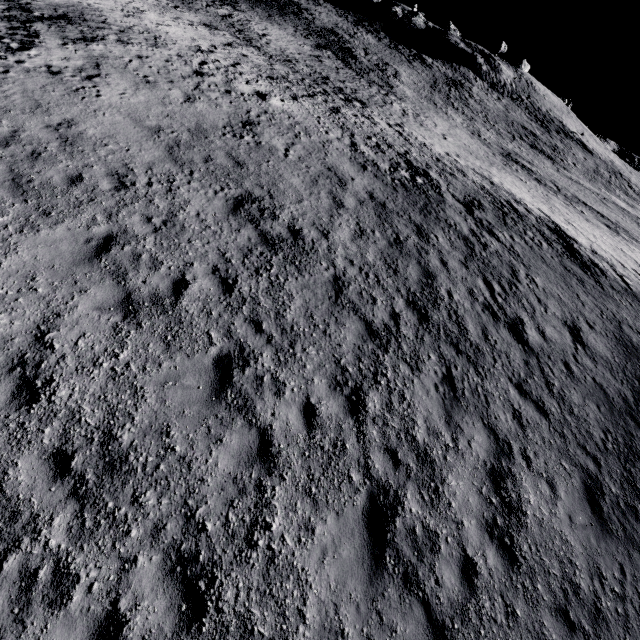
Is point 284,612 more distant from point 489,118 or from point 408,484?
point 489,118
